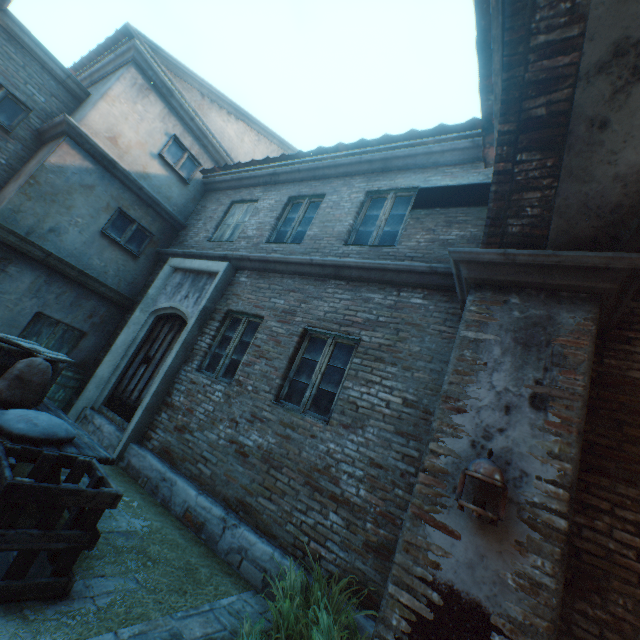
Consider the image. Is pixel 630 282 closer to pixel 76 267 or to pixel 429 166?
pixel 429 166

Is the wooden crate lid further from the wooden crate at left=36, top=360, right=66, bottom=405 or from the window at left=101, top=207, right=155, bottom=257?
the window at left=101, top=207, right=155, bottom=257

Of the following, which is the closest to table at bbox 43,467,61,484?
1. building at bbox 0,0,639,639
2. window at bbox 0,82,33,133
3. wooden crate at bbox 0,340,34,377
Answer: wooden crate at bbox 0,340,34,377

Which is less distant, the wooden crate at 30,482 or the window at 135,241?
the wooden crate at 30,482

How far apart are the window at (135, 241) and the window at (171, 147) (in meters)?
1.73

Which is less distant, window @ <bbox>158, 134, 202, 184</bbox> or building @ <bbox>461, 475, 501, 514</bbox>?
building @ <bbox>461, 475, 501, 514</bbox>

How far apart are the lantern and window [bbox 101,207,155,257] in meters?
8.4

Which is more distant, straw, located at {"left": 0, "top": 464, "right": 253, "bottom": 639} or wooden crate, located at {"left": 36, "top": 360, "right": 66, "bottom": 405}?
wooden crate, located at {"left": 36, "top": 360, "right": 66, "bottom": 405}
